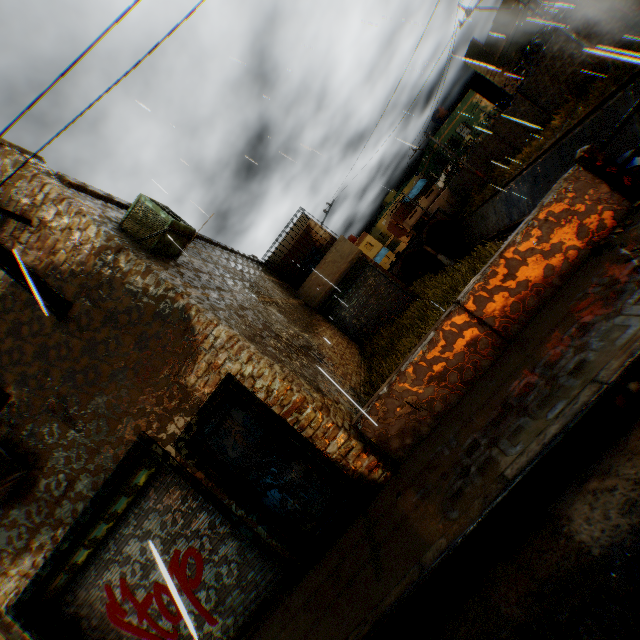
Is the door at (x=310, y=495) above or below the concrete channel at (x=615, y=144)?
above

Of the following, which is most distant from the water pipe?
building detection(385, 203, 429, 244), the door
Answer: the door

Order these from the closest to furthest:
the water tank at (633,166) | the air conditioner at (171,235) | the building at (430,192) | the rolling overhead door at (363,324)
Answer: the air conditioner at (171,235) → the water tank at (633,166) → the rolling overhead door at (363,324) → the building at (430,192)

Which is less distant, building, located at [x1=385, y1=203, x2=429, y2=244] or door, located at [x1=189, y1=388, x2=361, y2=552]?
door, located at [x1=189, y1=388, x2=361, y2=552]

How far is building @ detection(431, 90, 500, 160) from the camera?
34.7m

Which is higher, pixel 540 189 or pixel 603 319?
pixel 603 319

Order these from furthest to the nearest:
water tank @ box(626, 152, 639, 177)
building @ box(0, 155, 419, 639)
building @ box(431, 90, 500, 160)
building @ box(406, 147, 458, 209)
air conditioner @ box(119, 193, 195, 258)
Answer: building @ box(406, 147, 458, 209)
building @ box(431, 90, 500, 160)
water tank @ box(626, 152, 639, 177)
air conditioner @ box(119, 193, 195, 258)
building @ box(0, 155, 419, 639)

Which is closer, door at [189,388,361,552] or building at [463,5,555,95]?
door at [189,388,361,552]
